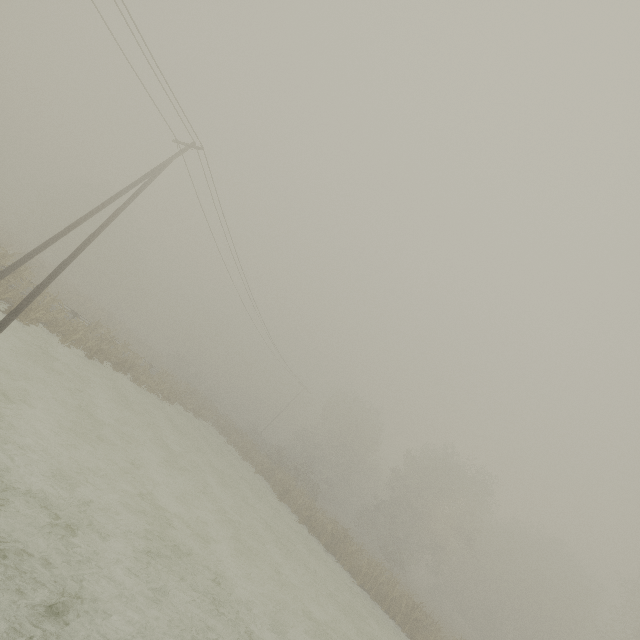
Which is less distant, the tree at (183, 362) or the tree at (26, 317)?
the tree at (26, 317)

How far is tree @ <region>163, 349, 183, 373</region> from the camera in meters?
58.4 m

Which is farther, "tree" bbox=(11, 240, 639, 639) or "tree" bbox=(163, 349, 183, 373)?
"tree" bbox=(163, 349, 183, 373)

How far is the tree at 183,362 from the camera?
A: 58.4m

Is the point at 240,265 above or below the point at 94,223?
above
